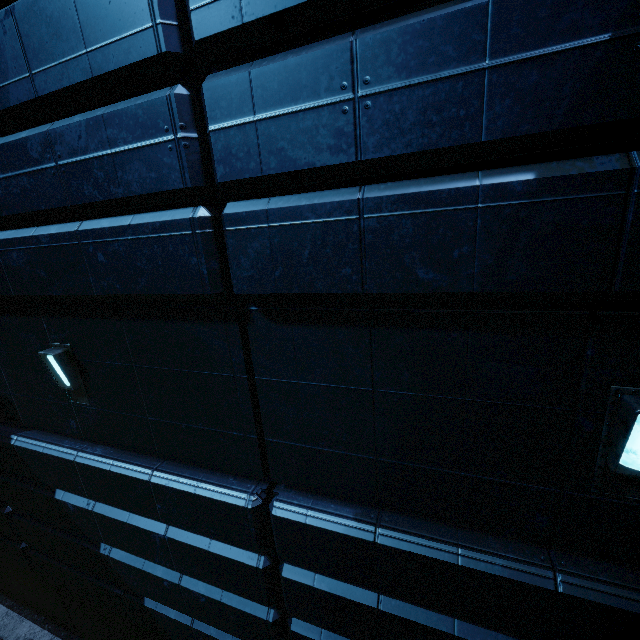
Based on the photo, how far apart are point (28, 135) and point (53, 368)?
2.9 meters
